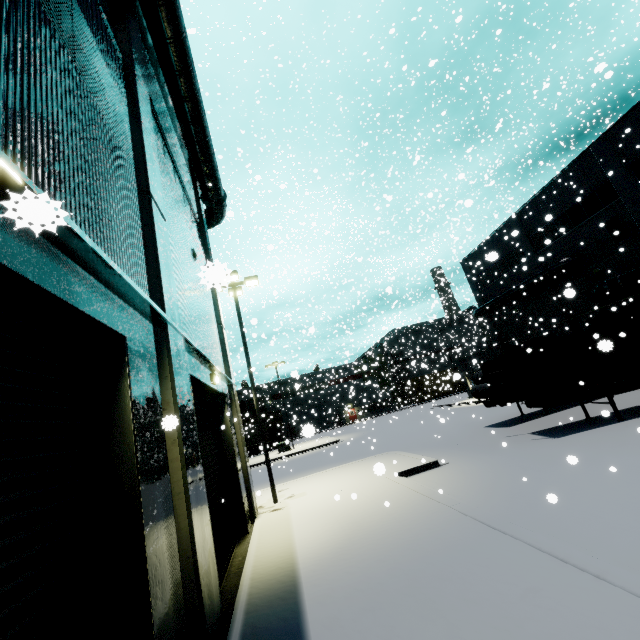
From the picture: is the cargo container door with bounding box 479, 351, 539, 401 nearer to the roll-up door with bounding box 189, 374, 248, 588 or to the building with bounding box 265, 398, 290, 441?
the roll-up door with bounding box 189, 374, 248, 588

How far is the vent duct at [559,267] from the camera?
23.6 meters

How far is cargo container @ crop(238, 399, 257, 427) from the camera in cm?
4806

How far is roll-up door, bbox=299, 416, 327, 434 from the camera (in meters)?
4.31

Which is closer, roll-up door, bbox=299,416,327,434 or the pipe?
roll-up door, bbox=299,416,327,434

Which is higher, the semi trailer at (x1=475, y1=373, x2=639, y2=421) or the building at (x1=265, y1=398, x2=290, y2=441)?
the building at (x1=265, y1=398, x2=290, y2=441)

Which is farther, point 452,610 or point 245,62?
point 245,62

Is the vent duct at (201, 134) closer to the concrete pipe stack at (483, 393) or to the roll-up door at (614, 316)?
the roll-up door at (614, 316)
